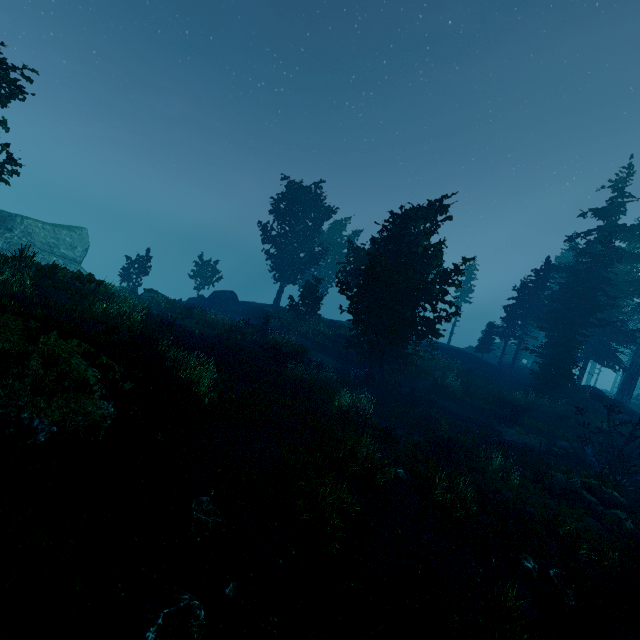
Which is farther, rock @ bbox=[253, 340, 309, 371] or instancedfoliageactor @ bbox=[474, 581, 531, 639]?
rock @ bbox=[253, 340, 309, 371]

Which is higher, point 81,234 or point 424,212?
point 424,212

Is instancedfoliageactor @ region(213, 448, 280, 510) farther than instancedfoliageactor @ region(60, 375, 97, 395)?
Yes

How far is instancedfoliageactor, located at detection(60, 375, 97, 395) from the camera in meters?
6.7

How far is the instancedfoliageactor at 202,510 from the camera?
6.0m

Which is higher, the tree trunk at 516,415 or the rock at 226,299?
the rock at 226,299
